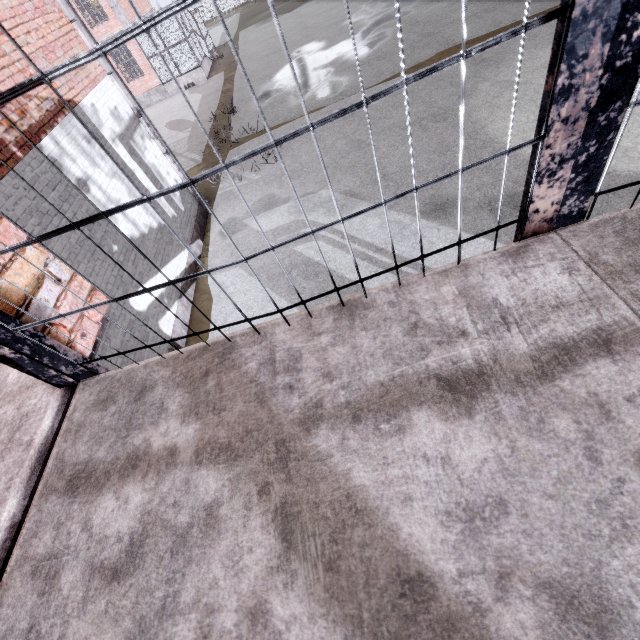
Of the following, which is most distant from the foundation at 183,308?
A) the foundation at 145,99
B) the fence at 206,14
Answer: the foundation at 145,99

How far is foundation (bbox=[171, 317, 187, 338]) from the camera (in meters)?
7.24

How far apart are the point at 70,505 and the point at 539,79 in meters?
13.2

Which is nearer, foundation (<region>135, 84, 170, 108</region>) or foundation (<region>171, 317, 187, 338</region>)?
foundation (<region>171, 317, 187, 338</region>)

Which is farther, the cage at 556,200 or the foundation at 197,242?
the foundation at 197,242

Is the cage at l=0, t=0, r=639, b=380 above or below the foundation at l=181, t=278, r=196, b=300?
above
